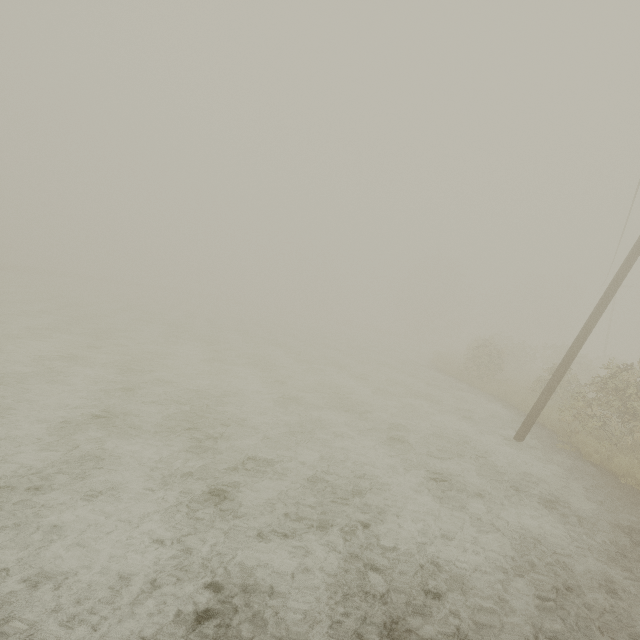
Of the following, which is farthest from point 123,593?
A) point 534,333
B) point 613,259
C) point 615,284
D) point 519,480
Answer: point 534,333

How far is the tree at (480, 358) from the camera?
20.4m

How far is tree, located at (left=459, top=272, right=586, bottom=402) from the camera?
20.42m
